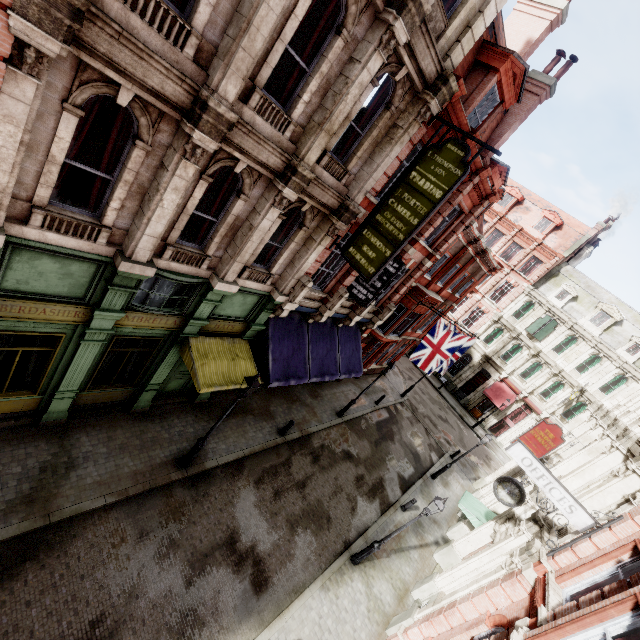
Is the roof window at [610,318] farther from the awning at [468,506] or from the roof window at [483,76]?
the roof window at [483,76]

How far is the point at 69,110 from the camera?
5.2m

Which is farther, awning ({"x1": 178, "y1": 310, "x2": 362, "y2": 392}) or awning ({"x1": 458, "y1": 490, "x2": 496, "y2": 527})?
awning ({"x1": 458, "y1": 490, "x2": 496, "y2": 527})

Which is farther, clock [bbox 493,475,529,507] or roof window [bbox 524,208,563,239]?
roof window [bbox 524,208,563,239]

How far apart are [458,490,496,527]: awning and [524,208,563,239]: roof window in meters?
29.8 m

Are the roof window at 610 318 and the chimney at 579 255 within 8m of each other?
yes

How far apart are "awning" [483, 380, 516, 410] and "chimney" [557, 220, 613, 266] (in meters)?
14.57

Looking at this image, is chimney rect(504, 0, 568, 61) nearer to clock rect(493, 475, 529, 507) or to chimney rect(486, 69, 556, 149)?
chimney rect(486, 69, 556, 149)
